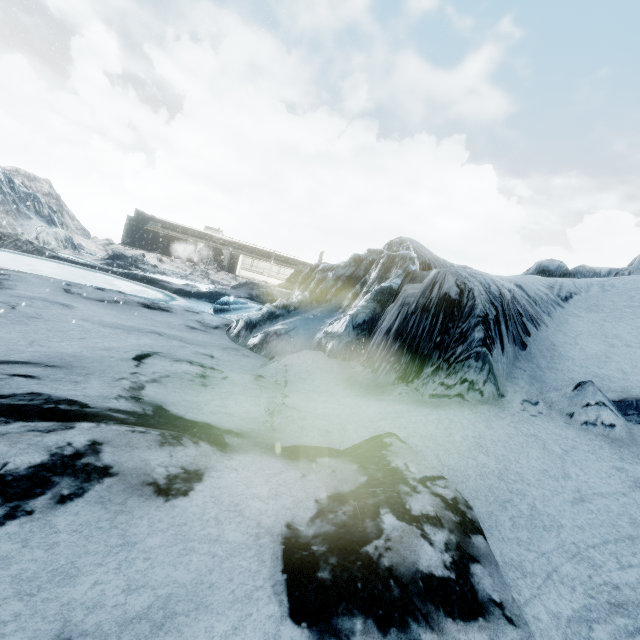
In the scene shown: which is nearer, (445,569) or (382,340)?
(445,569)
